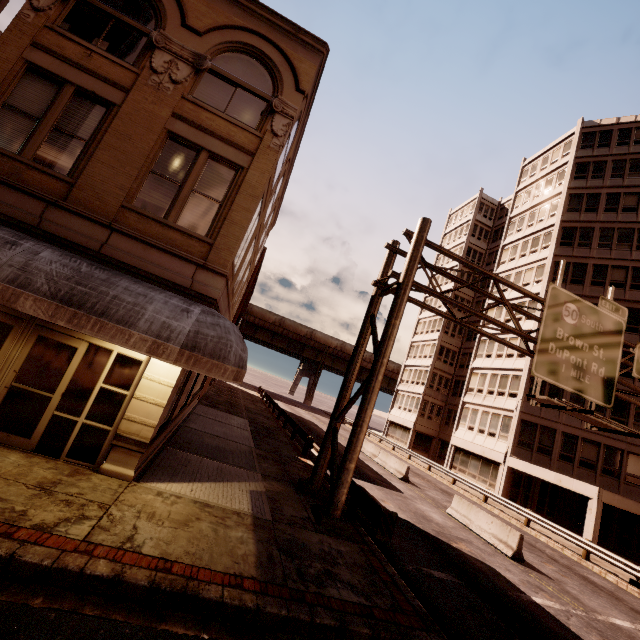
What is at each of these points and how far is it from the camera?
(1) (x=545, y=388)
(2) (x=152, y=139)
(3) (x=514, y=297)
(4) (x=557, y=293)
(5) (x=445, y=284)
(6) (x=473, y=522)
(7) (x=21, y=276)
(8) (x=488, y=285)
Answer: (1) building, 26.81m
(2) building, 8.42m
(3) building, 32.47m
(4) sign, 12.52m
(5) building, 46.22m
(6) barrier, 14.91m
(7) awning, 6.03m
(8) building, 42.81m

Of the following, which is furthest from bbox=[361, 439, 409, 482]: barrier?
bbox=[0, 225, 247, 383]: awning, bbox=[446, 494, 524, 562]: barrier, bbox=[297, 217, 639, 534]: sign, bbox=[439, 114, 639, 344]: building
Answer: bbox=[0, 225, 247, 383]: awning

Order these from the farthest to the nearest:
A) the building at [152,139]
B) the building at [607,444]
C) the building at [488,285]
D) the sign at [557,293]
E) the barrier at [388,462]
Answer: the building at [488,285], the building at [607,444], the barrier at [388,462], the sign at [557,293], the building at [152,139]

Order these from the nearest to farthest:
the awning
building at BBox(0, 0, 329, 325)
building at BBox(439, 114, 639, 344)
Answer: the awning < building at BBox(0, 0, 329, 325) < building at BBox(439, 114, 639, 344)

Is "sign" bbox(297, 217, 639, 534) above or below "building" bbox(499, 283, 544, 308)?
below

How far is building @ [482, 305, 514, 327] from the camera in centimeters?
3219cm

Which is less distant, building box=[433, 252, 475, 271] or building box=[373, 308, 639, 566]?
building box=[373, 308, 639, 566]

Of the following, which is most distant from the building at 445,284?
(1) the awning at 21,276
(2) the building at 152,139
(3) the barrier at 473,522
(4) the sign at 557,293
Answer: (2) the building at 152,139
